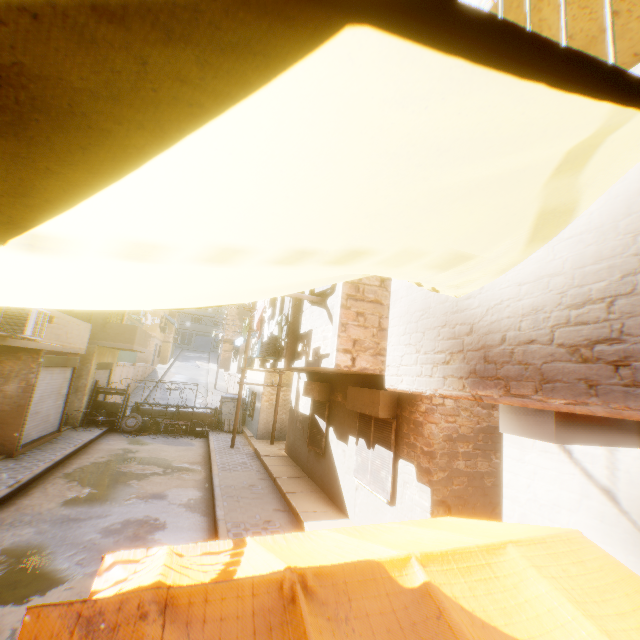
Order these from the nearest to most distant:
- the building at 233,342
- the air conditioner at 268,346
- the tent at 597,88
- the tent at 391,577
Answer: the tent at 597,88 → the tent at 391,577 → the air conditioner at 268,346 → the building at 233,342

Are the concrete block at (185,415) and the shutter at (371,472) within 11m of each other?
no

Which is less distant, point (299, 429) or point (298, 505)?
point (298, 505)

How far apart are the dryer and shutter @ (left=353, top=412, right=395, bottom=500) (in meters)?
3.38

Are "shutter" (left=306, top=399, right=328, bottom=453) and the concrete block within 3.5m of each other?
no

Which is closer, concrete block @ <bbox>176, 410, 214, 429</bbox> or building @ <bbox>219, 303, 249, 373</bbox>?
A: concrete block @ <bbox>176, 410, 214, 429</bbox>

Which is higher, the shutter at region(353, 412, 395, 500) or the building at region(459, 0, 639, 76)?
the building at region(459, 0, 639, 76)

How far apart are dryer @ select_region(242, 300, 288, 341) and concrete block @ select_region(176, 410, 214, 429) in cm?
1137
